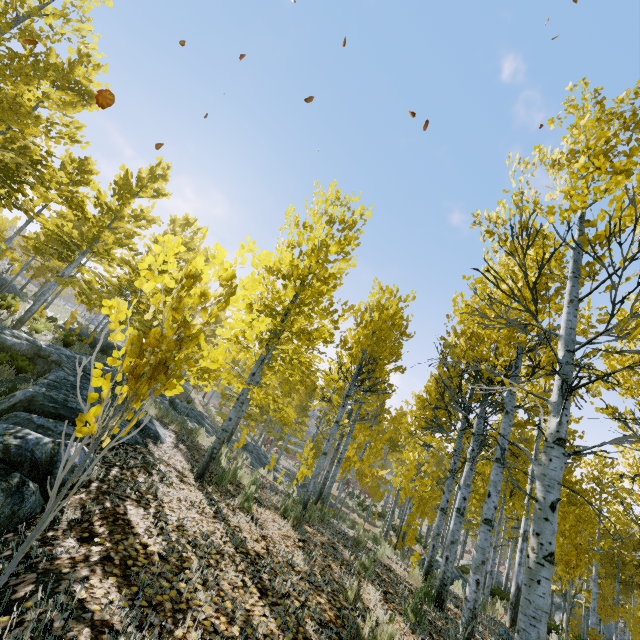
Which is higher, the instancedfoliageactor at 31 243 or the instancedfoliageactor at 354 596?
the instancedfoliageactor at 31 243

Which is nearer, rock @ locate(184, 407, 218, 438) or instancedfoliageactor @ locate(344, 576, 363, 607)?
instancedfoliageactor @ locate(344, 576, 363, 607)

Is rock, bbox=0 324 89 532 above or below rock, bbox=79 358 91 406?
below

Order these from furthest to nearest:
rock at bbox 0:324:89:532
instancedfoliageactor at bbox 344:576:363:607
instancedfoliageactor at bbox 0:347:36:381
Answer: instancedfoliageactor at bbox 0:347:36:381, instancedfoliageactor at bbox 344:576:363:607, rock at bbox 0:324:89:532

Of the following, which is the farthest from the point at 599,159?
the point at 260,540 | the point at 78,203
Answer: the point at 78,203

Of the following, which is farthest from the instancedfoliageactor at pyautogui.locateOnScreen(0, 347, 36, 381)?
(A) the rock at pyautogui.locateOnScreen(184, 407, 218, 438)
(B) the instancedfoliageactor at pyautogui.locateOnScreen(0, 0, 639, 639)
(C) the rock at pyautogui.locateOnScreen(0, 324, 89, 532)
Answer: (B) the instancedfoliageactor at pyautogui.locateOnScreen(0, 0, 639, 639)

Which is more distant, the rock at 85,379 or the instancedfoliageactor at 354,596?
the rock at 85,379

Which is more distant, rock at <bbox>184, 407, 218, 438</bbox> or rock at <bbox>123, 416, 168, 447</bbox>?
rock at <bbox>184, 407, 218, 438</bbox>
